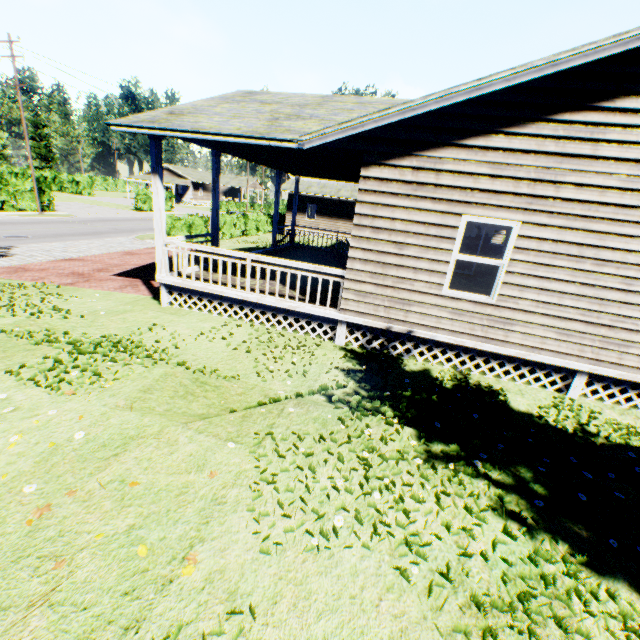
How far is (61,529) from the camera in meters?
2.5 m
